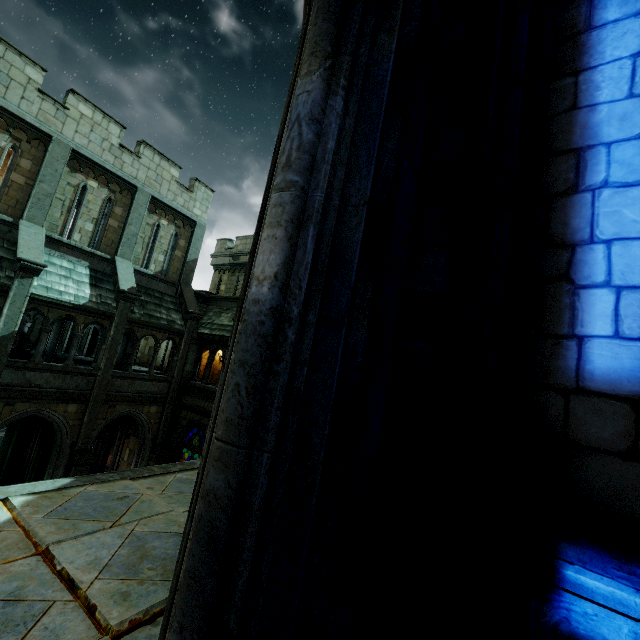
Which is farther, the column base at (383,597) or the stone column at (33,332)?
the stone column at (33,332)

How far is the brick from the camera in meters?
13.5 m

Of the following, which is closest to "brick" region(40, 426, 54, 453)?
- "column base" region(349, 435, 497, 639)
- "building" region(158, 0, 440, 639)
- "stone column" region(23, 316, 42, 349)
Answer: "building" region(158, 0, 440, 639)

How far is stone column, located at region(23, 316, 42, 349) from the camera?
23.5 meters

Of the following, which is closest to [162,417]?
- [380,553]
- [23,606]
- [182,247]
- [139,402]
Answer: [139,402]

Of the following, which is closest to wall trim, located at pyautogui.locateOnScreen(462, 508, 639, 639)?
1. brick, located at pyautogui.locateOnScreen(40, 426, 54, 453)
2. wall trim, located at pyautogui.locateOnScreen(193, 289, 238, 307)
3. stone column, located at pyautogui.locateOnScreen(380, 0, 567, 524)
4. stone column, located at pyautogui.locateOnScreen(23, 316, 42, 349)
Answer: stone column, located at pyautogui.locateOnScreen(380, 0, 567, 524)

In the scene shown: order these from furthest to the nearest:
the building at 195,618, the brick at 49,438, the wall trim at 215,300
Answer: the wall trim at 215,300, the brick at 49,438, the building at 195,618

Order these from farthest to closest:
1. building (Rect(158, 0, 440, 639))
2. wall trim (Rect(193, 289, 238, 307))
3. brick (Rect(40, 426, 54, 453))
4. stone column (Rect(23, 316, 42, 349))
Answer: stone column (Rect(23, 316, 42, 349)) < wall trim (Rect(193, 289, 238, 307)) < brick (Rect(40, 426, 54, 453)) < building (Rect(158, 0, 440, 639))
